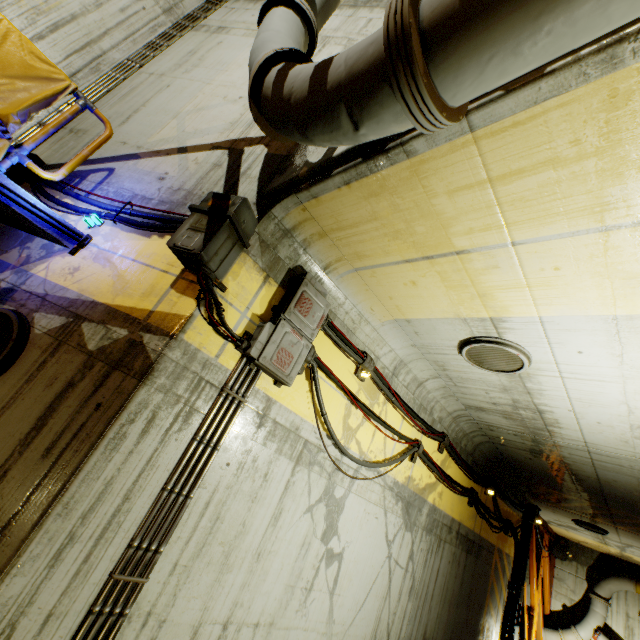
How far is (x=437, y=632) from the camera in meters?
6.2 m

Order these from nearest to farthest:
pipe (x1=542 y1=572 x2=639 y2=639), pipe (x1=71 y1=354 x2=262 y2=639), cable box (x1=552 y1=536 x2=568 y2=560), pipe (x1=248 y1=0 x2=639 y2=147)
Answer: pipe (x1=248 y1=0 x2=639 y2=147), pipe (x1=71 y1=354 x2=262 y2=639), pipe (x1=542 y1=572 x2=639 y2=639), cable box (x1=552 y1=536 x2=568 y2=560)

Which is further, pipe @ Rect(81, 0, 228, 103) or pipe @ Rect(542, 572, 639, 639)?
pipe @ Rect(542, 572, 639, 639)

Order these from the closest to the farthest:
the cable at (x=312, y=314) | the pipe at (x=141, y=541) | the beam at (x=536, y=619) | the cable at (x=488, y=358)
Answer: the pipe at (x=141, y=541)
the cable at (x=312, y=314)
the cable at (x=488, y=358)
the beam at (x=536, y=619)

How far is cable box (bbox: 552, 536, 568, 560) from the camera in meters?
13.0 m

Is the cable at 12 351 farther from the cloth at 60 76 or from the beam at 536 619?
Answer: the beam at 536 619

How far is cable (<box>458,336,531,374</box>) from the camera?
3.9 meters

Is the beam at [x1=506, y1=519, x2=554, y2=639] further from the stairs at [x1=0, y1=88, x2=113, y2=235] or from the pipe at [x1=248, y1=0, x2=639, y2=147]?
the stairs at [x1=0, y1=88, x2=113, y2=235]
